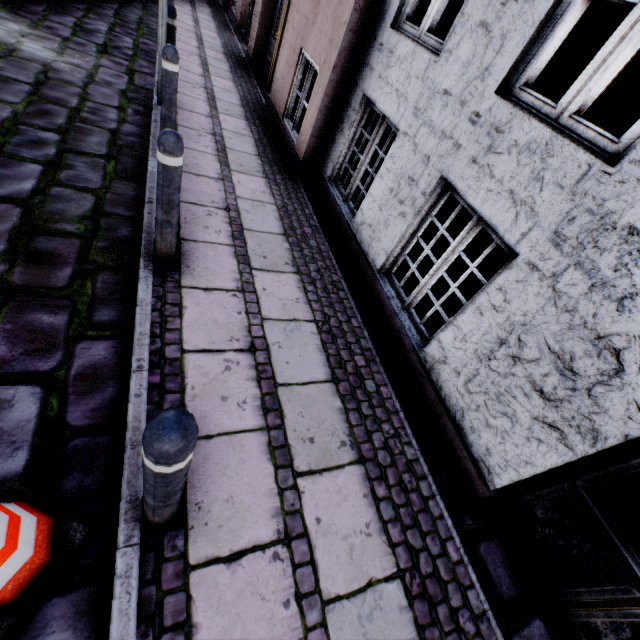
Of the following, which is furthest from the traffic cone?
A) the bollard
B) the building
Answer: the building

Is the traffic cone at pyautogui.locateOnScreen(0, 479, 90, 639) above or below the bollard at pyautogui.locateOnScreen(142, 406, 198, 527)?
below

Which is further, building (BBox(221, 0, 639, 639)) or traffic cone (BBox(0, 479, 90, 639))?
building (BBox(221, 0, 639, 639))

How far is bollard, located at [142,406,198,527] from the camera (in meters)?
0.93

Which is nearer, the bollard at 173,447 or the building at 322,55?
the bollard at 173,447

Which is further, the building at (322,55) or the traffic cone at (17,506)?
the building at (322,55)

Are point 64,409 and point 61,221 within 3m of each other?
yes
